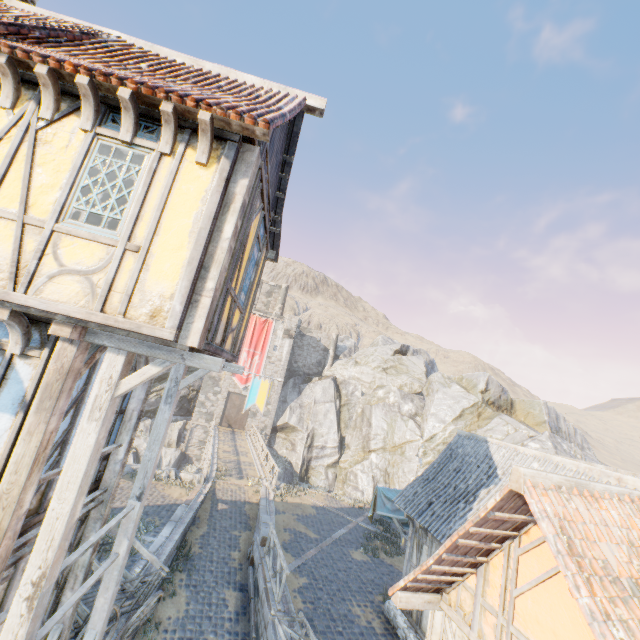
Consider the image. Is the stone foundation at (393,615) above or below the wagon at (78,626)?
below

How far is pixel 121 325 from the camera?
3.8m

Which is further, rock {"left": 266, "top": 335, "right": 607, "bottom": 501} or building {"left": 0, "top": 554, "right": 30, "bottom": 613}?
rock {"left": 266, "top": 335, "right": 607, "bottom": 501}

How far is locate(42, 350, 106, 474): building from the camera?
4.8m

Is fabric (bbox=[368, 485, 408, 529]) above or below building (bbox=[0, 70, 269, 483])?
below

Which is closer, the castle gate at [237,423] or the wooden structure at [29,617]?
the wooden structure at [29,617]

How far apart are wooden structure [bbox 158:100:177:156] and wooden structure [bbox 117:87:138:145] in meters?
0.3

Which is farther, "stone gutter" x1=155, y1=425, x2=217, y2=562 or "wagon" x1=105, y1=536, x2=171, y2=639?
"stone gutter" x1=155, y1=425, x2=217, y2=562
